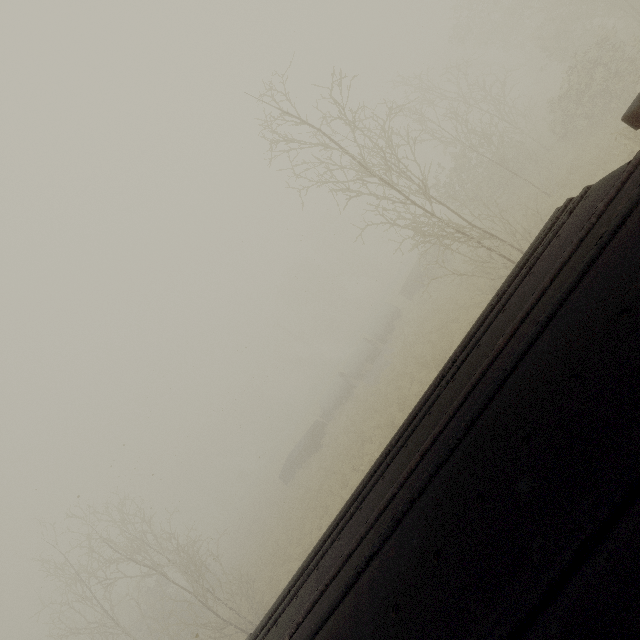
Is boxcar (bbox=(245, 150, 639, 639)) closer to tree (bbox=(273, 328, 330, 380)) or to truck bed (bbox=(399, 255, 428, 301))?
tree (bbox=(273, 328, 330, 380))

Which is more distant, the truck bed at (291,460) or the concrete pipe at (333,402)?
the concrete pipe at (333,402)

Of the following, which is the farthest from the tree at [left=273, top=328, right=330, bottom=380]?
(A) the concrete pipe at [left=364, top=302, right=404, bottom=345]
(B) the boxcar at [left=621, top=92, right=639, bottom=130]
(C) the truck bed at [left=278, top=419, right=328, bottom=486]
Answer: (B) the boxcar at [left=621, top=92, right=639, bottom=130]

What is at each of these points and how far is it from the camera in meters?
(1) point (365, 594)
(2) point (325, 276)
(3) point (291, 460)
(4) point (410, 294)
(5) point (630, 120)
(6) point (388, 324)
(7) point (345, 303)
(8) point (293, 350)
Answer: (1) boxcar, 1.8
(2) tree, 59.2
(3) truck bed, 31.4
(4) truck bed, 29.5
(5) boxcar, 2.8
(6) concrete pipe, 29.5
(7) tree, 58.8
(8) tree, 56.3

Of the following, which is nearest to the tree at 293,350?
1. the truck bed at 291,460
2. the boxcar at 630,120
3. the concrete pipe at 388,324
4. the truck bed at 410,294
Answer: the truck bed at 410,294

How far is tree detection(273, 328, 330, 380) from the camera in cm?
5641

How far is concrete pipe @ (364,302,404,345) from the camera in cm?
2941

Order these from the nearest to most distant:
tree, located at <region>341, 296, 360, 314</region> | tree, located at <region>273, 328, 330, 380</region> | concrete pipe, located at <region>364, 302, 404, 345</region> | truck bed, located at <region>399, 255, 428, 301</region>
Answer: truck bed, located at <region>399, 255, 428, 301</region> → concrete pipe, located at <region>364, 302, 404, 345</region> → tree, located at <region>273, 328, 330, 380</region> → tree, located at <region>341, 296, 360, 314</region>
